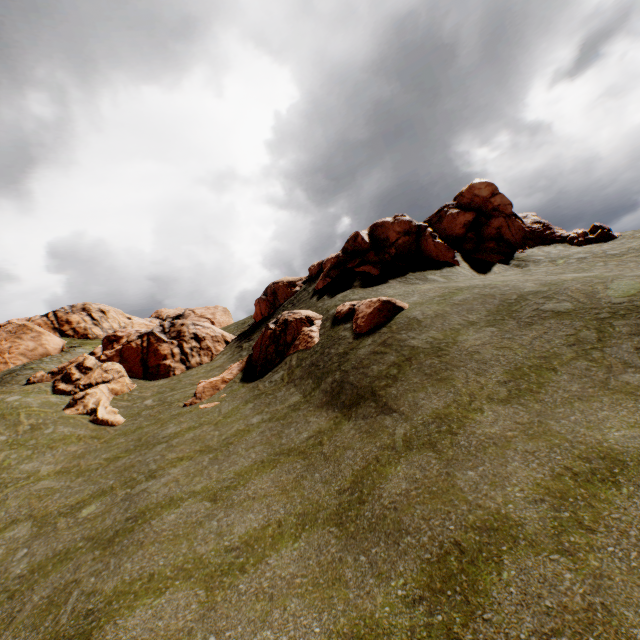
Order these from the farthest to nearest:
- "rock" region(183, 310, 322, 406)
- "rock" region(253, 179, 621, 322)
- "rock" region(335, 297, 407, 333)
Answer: "rock" region(253, 179, 621, 322), "rock" region(183, 310, 322, 406), "rock" region(335, 297, 407, 333)

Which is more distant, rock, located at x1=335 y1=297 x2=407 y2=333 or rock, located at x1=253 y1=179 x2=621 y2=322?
rock, located at x1=253 y1=179 x2=621 y2=322

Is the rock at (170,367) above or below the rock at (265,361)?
above

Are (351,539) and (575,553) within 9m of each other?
yes

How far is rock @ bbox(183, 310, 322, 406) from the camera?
20.0m

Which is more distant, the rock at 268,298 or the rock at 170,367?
the rock at 268,298
